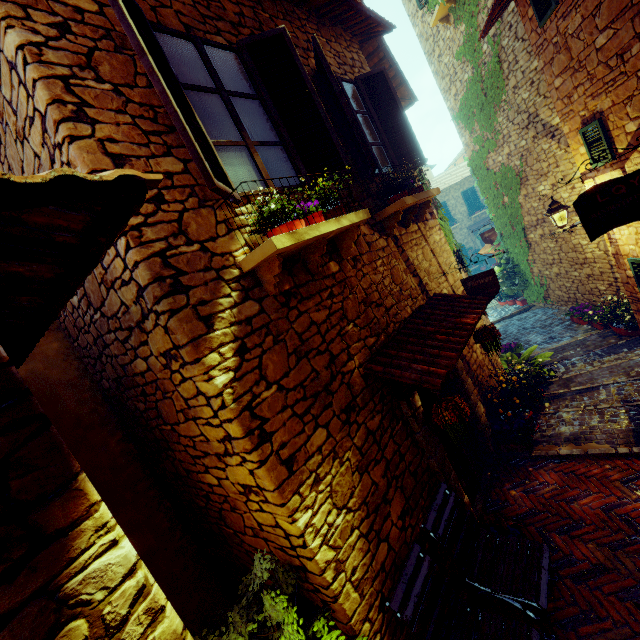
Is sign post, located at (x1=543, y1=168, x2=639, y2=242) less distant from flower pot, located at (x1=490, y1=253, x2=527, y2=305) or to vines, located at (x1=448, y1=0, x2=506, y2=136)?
vines, located at (x1=448, y1=0, x2=506, y2=136)

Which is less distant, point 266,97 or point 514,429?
point 266,97

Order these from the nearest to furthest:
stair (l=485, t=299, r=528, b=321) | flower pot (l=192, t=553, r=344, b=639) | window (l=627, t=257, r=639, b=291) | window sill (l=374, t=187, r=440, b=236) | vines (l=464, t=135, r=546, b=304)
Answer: flower pot (l=192, t=553, r=344, b=639) → window sill (l=374, t=187, r=440, b=236) → window (l=627, t=257, r=639, b=291) → vines (l=464, t=135, r=546, b=304) → stair (l=485, t=299, r=528, b=321)

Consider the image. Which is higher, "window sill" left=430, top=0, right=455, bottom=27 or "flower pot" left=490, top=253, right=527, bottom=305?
"window sill" left=430, top=0, right=455, bottom=27

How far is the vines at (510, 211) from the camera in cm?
955

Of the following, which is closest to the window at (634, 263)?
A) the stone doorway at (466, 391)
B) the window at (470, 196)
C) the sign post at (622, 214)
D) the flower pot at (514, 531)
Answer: the sign post at (622, 214)

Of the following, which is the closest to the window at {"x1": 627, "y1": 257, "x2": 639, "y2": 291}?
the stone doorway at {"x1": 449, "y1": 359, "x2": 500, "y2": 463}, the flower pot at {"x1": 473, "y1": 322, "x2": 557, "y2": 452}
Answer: the flower pot at {"x1": 473, "y1": 322, "x2": 557, "y2": 452}

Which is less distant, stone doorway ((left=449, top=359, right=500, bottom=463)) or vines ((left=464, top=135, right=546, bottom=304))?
stone doorway ((left=449, top=359, right=500, bottom=463))
